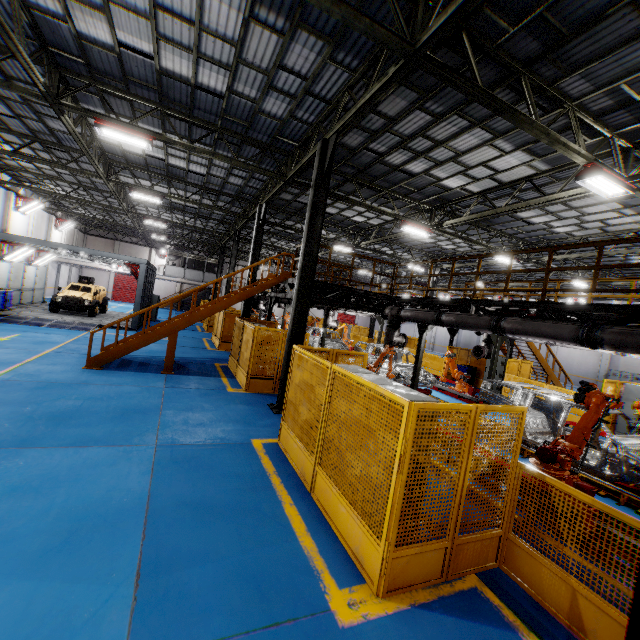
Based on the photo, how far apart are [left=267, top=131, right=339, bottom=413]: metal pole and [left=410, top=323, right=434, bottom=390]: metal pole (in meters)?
4.10

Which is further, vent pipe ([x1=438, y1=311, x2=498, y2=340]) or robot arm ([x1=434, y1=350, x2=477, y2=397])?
robot arm ([x1=434, y1=350, x2=477, y2=397])

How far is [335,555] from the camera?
4.1m

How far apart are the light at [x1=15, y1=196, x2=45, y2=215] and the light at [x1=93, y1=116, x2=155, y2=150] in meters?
20.1 m

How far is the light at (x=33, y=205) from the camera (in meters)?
24.06

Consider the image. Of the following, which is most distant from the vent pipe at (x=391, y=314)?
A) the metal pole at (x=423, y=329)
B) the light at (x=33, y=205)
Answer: the light at (x=33, y=205)

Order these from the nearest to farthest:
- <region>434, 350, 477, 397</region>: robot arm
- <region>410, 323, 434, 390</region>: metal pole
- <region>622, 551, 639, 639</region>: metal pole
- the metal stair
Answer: <region>622, 551, 639, 639</region>: metal pole → the metal stair → <region>410, 323, 434, 390</region>: metal pole → <region>434, 350, 477, 397</region>: robot arm

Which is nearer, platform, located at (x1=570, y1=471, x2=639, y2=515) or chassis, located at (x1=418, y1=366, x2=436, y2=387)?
platform, located at (x1=570, y1=471, x2=639, y2=515)
